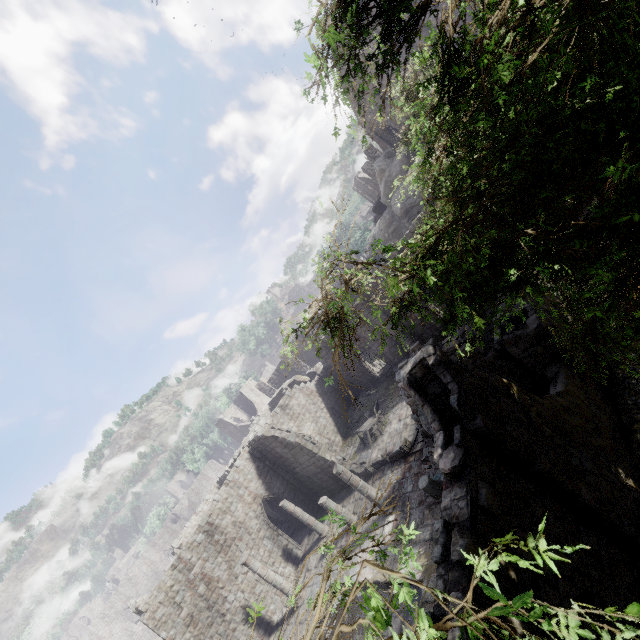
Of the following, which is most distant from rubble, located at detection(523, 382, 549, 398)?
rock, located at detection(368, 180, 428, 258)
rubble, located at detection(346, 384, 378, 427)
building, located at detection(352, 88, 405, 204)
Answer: rock, located at detection(368, 180, 428, 258)

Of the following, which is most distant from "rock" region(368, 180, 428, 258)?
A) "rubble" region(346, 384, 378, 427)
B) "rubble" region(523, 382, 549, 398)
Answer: "rubble" region(523, 382, 549, 398)

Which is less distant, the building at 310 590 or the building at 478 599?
the building at 478 599

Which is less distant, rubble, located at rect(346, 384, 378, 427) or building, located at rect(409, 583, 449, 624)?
building, located at rect(409, 583, 449, 624)

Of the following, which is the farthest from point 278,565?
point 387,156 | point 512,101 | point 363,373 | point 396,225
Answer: point 387,156

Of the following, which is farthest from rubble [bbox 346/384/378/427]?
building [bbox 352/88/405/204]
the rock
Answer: the rock

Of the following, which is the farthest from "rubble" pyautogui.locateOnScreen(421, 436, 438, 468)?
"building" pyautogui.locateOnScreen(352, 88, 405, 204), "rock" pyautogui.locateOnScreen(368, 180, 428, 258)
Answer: "rock" pyautogui.locateOnScreen(368, 180, 428, 258)
